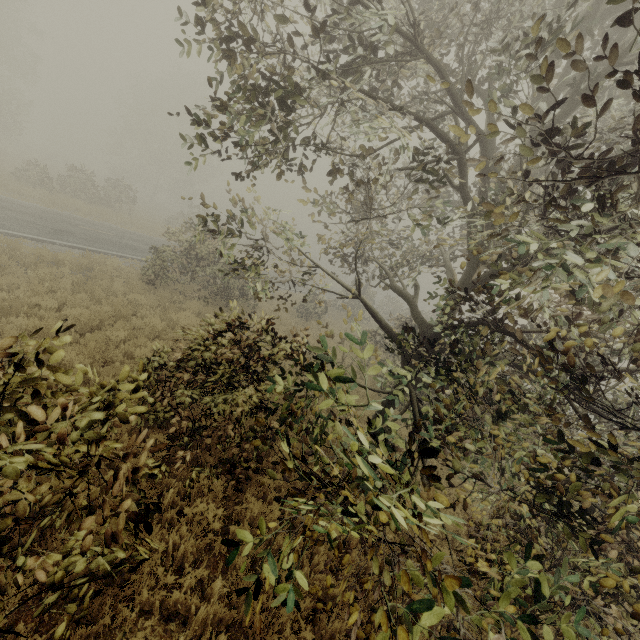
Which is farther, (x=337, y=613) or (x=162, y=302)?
(x=162, y=302)

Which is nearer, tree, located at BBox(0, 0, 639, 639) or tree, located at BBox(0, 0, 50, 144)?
tree, located at BBox(0, 0, 639, 639)

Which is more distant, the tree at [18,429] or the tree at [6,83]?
the tree at [6,83]
